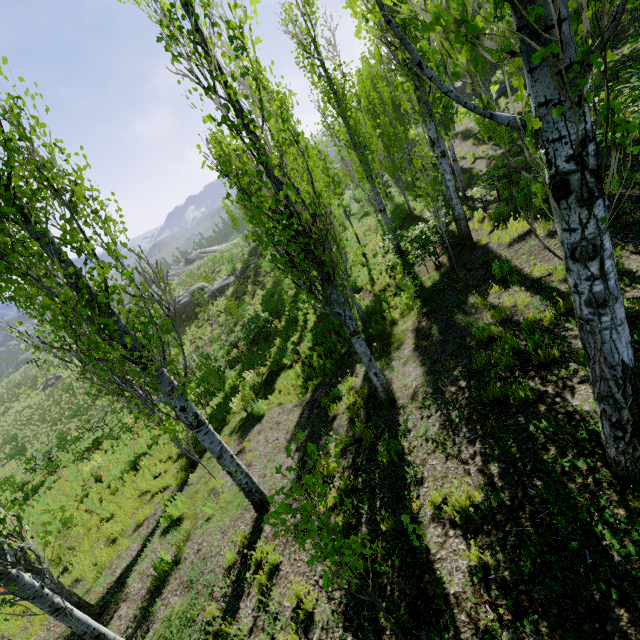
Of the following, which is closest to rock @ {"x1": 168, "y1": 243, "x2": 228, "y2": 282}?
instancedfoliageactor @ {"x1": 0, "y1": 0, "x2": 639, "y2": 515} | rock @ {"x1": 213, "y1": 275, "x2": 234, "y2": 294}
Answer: instancedfoliageactor @ {"x1": 0, "y1": 0, "x2": 639, "y2": 515}

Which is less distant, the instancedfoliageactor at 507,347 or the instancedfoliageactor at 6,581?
the instancedfoliageactor at 6,581

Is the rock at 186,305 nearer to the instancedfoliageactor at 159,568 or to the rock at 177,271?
the instancedfoliageactor at 159,568

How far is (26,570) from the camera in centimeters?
438cm

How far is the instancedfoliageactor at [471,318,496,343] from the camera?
6.0 meters

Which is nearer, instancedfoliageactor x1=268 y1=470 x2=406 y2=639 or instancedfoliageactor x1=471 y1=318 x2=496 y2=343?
instancedfoliageactor x1=268 y1=470 x2=406 y2=639

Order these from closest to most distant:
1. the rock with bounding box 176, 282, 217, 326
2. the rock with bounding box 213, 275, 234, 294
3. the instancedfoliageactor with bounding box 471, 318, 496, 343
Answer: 1. the instancedfoliageactor with bounding box 471, 318, 496, 343
2. the rock with bounding box 176, 282, 217, 326
3. the rock with bounding box 213, 275, 234, 294
